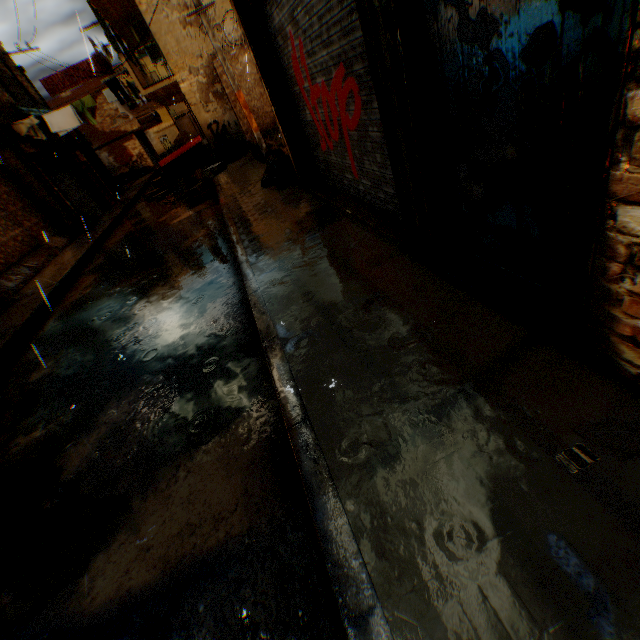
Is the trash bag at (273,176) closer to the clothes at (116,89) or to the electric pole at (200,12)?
the electric pole at (200,12)

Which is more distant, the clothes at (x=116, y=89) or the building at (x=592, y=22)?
the clothes at (x=116, y=89)

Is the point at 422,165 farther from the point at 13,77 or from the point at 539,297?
the point at 13,77

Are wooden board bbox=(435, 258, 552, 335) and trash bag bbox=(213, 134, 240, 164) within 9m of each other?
no

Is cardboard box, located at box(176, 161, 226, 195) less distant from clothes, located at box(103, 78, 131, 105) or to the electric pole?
the electric pole

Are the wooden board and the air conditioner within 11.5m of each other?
no

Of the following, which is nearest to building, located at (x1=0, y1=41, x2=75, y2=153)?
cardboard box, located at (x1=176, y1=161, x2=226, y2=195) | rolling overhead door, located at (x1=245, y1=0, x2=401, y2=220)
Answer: rolling overhead door, located at (x1=245, y1=0, x2=401, y2=220)

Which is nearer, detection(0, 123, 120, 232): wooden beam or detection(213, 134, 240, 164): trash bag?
detection(0, 123, 120, 232): wooden beam
